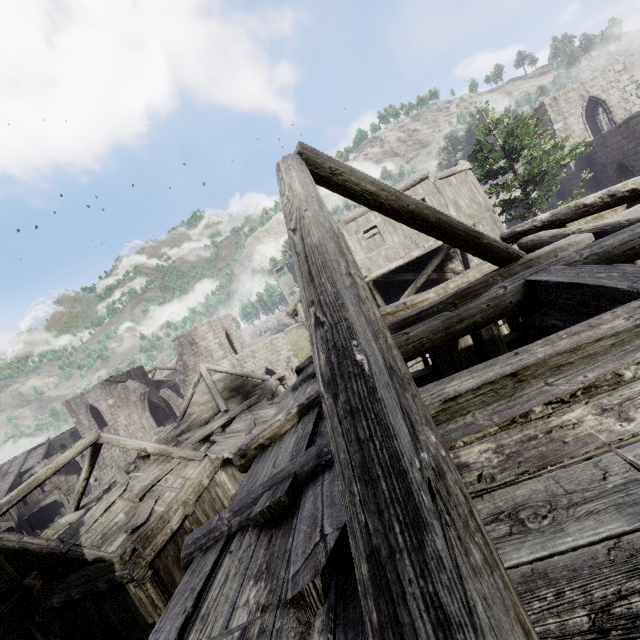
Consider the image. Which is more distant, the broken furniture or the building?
the broken furniture

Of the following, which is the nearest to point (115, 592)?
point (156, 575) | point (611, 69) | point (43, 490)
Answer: point (156, 575)

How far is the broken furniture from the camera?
15.4m

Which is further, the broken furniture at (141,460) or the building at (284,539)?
the broken furniture at (141,460)

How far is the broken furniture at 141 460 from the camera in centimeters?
1541cm
